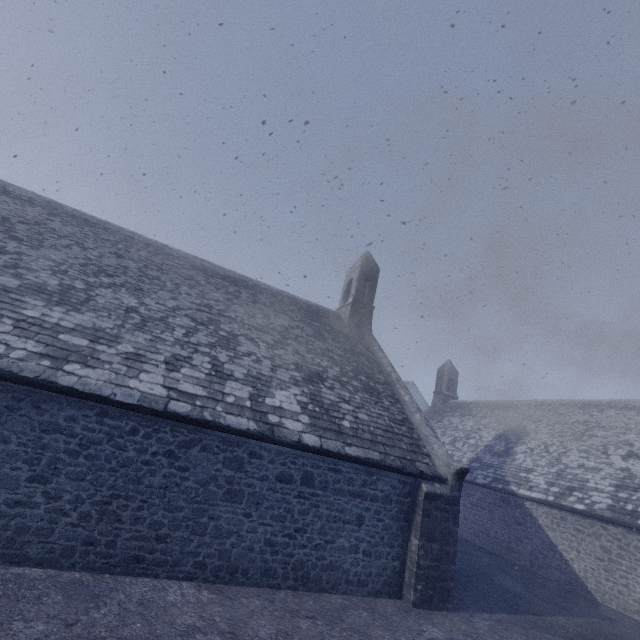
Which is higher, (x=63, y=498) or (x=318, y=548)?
(x=63, y=498)
